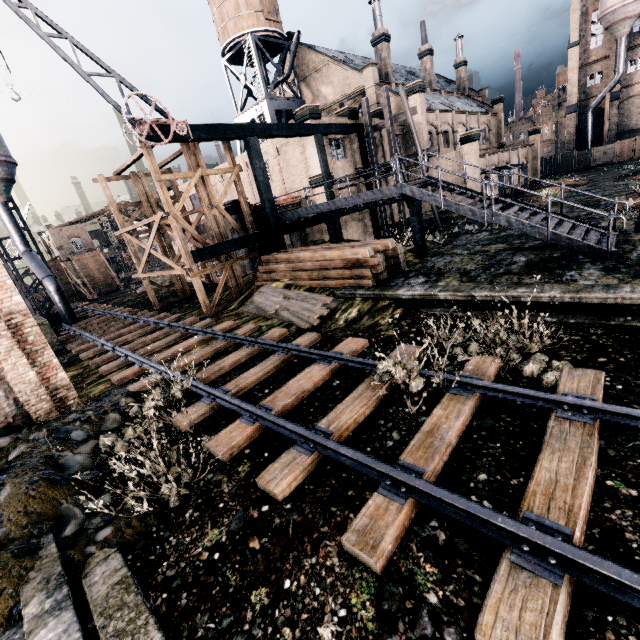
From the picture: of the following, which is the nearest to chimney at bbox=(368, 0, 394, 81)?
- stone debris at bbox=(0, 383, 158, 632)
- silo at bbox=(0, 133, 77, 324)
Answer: silo at bbox=(0, 133, 77, 324)

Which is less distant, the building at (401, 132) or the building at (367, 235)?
the building at (367, 235)

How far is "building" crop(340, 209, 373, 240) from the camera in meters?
27.2

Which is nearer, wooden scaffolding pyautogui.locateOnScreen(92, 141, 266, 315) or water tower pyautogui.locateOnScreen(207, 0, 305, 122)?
wooden scaffolding pyautogui.locateOnScreen(92, 141, 266, 315)

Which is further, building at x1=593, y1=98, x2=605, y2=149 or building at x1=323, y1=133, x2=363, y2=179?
building at x1=593, y1=98, x2=605, y2=149

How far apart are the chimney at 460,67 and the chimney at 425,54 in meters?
10.8

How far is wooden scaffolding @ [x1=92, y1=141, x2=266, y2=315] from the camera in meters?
→ 17.6 m

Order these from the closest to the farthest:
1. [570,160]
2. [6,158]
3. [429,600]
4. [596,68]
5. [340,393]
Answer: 1. [429,600]
2. [340,393]
3. [6,158]
4. [596,68]
5. [570,160]
